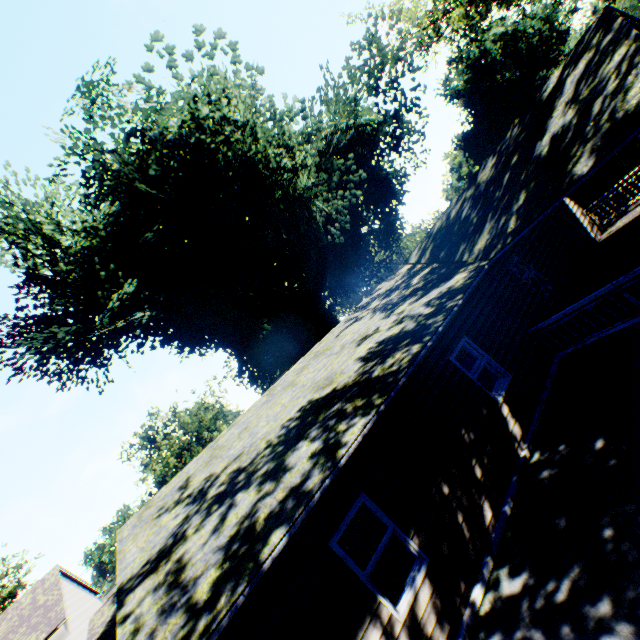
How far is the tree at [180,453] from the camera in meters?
41.2 m

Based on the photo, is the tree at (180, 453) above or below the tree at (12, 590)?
below

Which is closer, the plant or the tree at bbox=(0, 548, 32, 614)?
the plant

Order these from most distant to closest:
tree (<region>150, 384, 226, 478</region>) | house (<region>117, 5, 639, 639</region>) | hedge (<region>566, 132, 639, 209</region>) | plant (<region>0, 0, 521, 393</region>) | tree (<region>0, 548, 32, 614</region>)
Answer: tree (<region>150, 384, 226, 478</region>)
tree (<region>0, 548, 32, 614</region>)
hedge (<region>566, 132, 639, 209</region>)
plant (<region>0, 0, 521, 393</region>)
house (<region>117, 5, 639, 639</region>)

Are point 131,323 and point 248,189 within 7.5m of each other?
no

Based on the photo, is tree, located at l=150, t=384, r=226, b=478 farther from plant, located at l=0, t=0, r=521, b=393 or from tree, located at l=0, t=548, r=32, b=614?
plant, located at l=0, t=0, r=521, b=393

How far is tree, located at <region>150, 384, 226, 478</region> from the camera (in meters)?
41.16

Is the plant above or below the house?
above
